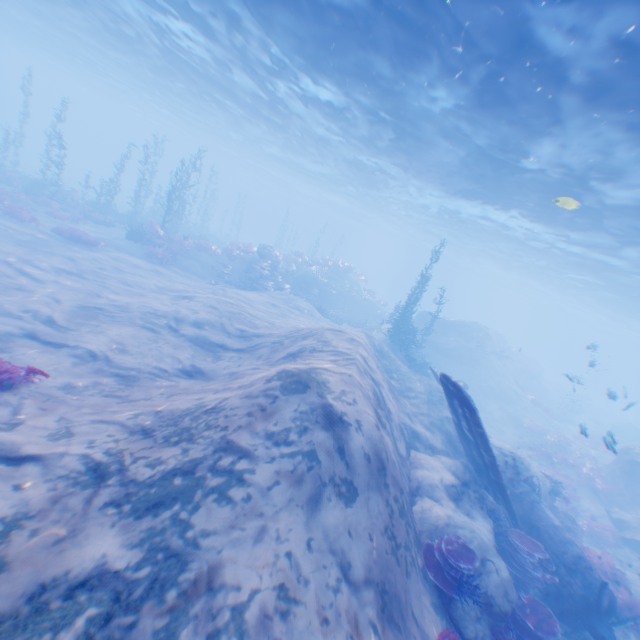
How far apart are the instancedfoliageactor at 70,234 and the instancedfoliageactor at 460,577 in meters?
21.5

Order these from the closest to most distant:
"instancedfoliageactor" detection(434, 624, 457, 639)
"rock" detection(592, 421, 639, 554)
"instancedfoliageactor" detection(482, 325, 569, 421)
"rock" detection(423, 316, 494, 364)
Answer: "instancedfoliageactor" detection(434, 624, 457, 639) → "rock" detection(592, 421, 639, 554) → "instancedfoliageactor" detection(482, 325, 569, 421) → "rock" detection(423, 316, 494, 364)

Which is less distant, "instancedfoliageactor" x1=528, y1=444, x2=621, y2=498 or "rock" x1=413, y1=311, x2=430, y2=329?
"instancedfoliageactor" x1=528, y1=444, x2=621, y2=498

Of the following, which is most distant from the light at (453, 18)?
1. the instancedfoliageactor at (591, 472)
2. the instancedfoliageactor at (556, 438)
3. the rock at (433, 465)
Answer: the instancedfoliageactor at (556, 438)

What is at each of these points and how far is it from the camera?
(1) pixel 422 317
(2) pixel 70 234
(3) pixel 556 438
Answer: (1) rock, 32.2m
(2) instancedfoliageactor, 18.3m
(3) instancedfoliageactor, 22.8m

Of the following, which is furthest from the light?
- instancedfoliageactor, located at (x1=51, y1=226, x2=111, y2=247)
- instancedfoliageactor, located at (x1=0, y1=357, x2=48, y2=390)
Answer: instancedfoliageactor, located at (x1=51, y1=226, x2=111, y2=247)

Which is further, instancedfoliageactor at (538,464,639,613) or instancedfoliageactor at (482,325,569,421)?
instancedfoliageactor at (482,325,569,421)

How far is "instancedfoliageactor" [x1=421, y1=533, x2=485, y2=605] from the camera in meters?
6.4
